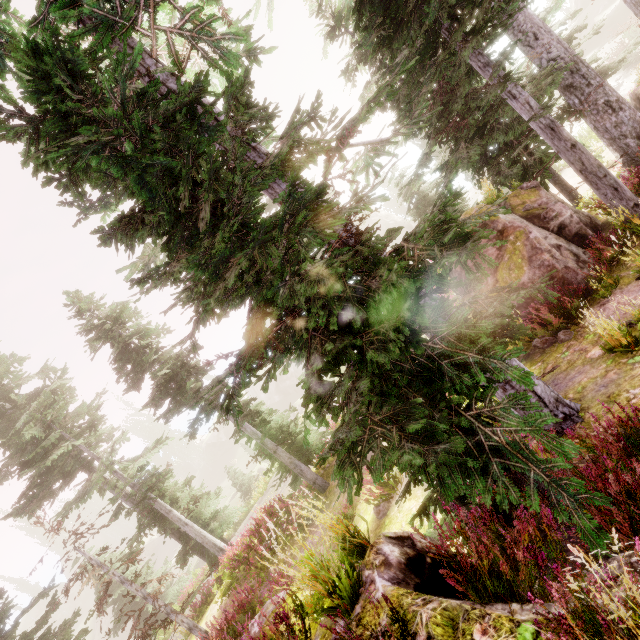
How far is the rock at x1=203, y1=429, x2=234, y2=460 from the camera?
58.4m

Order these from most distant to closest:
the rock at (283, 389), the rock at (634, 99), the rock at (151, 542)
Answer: the rock at (283, 389), the rock at (151, 542), the rock at (634, 99)

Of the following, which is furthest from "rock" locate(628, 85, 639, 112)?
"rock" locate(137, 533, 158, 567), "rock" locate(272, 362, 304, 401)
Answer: "rock" locate(137, 533, 158, 567)

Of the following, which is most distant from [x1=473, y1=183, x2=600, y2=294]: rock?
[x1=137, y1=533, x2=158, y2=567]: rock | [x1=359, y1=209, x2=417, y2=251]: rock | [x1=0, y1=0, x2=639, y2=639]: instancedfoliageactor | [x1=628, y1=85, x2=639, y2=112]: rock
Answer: [x1=137, y1=533, x2=158, y2=567]: rock

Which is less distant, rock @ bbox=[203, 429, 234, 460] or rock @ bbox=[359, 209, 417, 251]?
rock @ bbox=[359, 209, 417, 251]

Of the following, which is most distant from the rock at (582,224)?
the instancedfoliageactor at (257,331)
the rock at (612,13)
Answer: the rock at (612,13)

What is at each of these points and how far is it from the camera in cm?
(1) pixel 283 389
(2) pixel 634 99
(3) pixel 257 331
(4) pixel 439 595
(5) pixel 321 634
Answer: (1) rock, 5747
(2) rock, 1591
(3) instancedfoliageactor, 357
(4) rock, 317
(5) rock, 344

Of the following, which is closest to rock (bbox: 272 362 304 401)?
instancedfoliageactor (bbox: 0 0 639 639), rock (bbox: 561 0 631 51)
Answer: instancedfoliageactor (bbox: 0 0 639 639)
